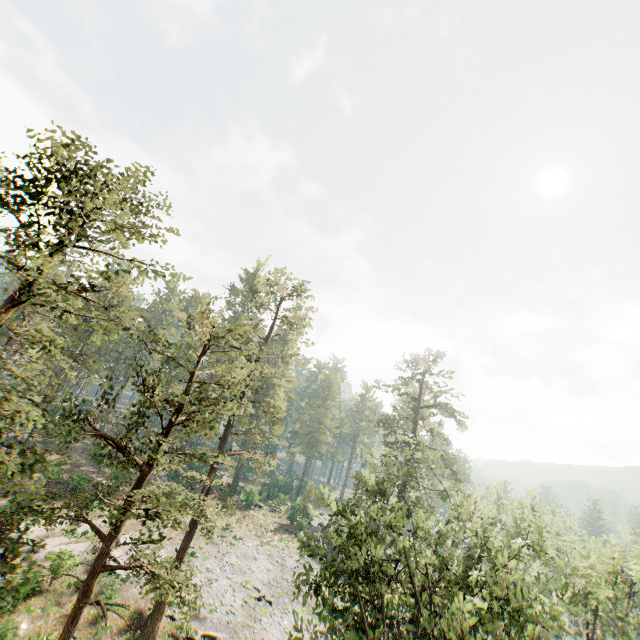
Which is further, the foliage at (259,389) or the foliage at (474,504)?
the foliage at (474,504)

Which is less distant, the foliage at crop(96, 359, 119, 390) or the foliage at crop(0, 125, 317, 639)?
the foliage at crop(0, 125, 317, 639)

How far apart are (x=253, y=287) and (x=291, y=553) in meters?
34.6 m

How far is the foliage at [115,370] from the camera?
11.80m

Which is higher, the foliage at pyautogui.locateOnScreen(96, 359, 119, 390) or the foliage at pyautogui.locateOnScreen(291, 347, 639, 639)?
the foliage at pyautogui.locateOnScreen(96, 359, 119, 390)

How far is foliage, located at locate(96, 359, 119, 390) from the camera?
11.80m
